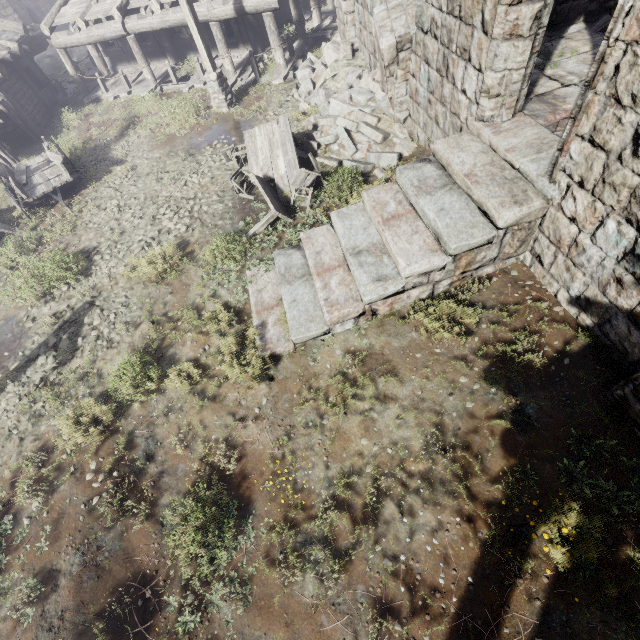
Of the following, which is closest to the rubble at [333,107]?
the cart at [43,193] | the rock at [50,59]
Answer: the cart at [43,193]

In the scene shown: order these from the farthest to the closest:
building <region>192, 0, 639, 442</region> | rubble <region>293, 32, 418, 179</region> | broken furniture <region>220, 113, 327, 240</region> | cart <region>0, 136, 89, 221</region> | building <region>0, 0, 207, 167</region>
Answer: building <region>0, 0, 207, 167</region> → cart <region>0, 136, 89, 221</region> → rubble <region>293, 32, 418, 179</region> → broken furniture <region>220, 113, 327, 240</region> → building <region>192, 0, 639, 442</region>

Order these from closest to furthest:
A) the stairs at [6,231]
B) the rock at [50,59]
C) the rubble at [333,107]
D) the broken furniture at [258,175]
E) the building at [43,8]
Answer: the broken furniture at [258,175] → the rubble at [333,107] → the stairs at [6,231] → the building at [43,8] → the rock at [50,59]

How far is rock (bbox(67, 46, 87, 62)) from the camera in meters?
21.4

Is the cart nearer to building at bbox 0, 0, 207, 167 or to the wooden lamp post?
building at bbox 0, 0, 207, 167

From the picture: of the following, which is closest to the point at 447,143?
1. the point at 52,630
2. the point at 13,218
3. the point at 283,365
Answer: the point at 283,365

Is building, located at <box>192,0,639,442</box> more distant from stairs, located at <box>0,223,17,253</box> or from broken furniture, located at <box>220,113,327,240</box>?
stairs, located at <box>0,223,17,253</box>

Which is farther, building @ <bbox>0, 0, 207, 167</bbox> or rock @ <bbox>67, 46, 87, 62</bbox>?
rock @ <bbox>67, 46, 87, 62</bbox>
